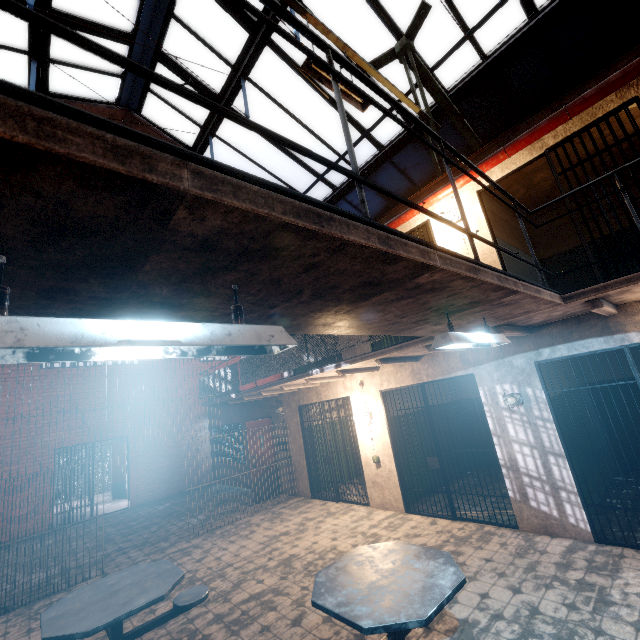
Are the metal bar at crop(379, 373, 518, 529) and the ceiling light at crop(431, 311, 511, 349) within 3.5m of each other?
yes

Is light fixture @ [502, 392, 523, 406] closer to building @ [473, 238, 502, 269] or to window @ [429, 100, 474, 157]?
building @ [473, 238, 502, 269]

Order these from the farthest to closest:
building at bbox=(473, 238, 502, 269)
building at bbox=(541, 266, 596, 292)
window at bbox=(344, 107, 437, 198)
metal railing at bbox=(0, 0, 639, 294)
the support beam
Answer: window at bbox=(344, 107, 437, 198) → building at bbox=(541, 266, 596, 292) → building at bbox=(473, 238, 502, 269) → the support beam → metal railing at bbox=(0, 0, 639, 294)

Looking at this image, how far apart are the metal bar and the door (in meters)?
11.97

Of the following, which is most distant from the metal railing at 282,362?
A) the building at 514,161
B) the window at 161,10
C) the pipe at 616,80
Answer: the window at 161,10

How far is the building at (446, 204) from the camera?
5.82m

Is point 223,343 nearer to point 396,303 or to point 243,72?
point 396,303

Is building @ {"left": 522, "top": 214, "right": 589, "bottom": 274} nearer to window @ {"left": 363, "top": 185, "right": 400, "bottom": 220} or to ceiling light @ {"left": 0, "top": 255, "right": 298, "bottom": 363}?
window @ {"left": 363, "top": 185, "right": 400, "bottom": 220}
